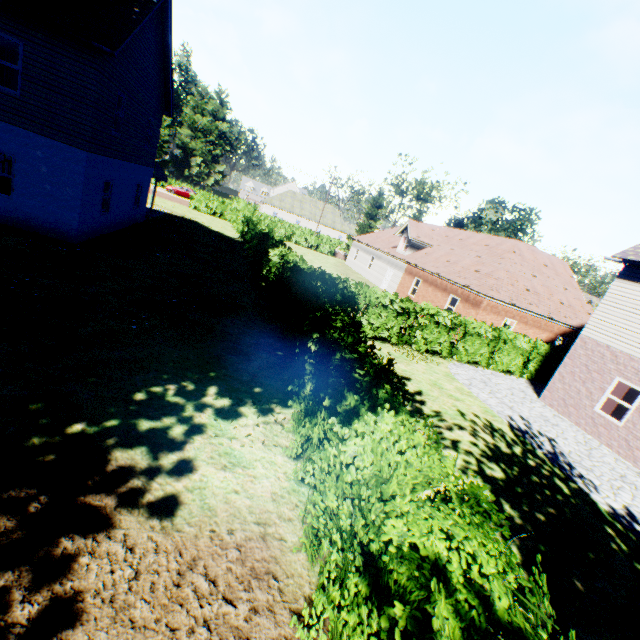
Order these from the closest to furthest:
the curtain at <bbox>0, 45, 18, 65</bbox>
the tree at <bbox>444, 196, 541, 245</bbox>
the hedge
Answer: the hedge → the curtain at <bbox>0, 45, 18, 65</bbox> → the tree at <bbox>444, 196, 541, 245</bbox>

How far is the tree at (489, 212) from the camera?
36.6m

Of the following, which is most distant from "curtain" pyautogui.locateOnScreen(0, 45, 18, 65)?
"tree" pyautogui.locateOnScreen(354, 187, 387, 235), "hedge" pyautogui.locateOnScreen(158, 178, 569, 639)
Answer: "tree" pyautogui.locateOnScreen(354, 187, 387, 235)

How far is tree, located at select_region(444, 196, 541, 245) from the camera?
36.6 meters

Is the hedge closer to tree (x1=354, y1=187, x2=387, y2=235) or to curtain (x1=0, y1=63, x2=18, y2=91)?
tree (x1=354, y1=187, x2=387, y2=235)

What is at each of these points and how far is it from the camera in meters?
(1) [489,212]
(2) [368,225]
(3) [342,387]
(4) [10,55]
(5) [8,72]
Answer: (1) tree, 37.7 m
(2) tree, 43.4 m
(3) hedge, 5.0 m
(4) curtain, 17.3 m
(5) curtain, 17.5 m
